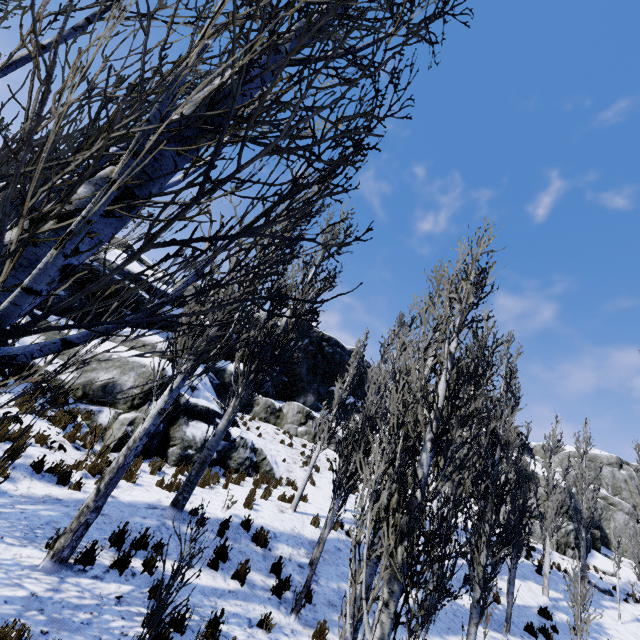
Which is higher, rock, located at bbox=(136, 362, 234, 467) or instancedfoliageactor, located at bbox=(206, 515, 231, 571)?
rock, located at bbox=(136, 362, 234, 467)

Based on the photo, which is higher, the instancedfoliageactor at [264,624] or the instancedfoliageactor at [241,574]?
the instancedfoliageactor at [241,574]

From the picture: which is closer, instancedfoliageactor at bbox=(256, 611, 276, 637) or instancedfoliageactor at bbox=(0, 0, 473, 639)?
instancedfoliageactor at bbox=(0, 0, 473, 639)

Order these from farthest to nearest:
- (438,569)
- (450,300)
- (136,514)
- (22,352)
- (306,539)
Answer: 1. (306,539)
2. (136,514)
3. (450,300)
4. (438,569)
5. (22,352)

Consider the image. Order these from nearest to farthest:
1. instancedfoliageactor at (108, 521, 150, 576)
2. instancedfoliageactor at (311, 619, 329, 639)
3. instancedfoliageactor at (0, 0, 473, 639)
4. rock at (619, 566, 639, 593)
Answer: instancedfoliageactor at (0, 0, 473, 639)
instancedfoliageactor at (108, 521, 150, 576)
instancedfoliageactor at (311, 619, 329, 639)
rock at (619, 566, 639, 593)

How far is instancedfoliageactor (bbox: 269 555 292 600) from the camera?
6.9 meters

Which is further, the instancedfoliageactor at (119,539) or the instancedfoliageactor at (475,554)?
the instancedfoliageactor at (119,539)

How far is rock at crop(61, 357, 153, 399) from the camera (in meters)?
11.15
